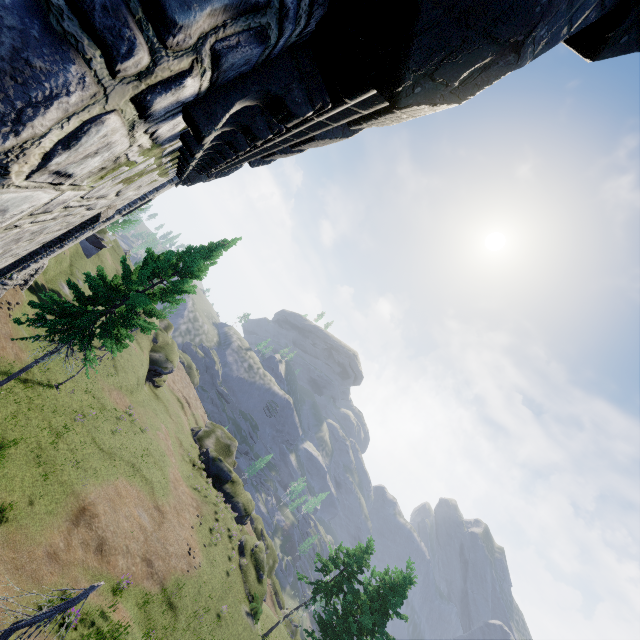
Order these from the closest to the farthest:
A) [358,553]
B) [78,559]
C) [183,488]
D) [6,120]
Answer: [6,120] → [78,559] → [358,553] → [183,488]

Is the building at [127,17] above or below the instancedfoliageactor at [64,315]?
above

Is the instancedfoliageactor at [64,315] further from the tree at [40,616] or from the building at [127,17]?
the tree at [40,616]

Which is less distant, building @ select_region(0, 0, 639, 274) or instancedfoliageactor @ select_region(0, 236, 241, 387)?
building @ select_region(0, 0, 639, 274)

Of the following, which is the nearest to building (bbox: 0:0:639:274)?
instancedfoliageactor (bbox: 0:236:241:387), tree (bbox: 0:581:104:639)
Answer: instancedfoliageactor (bbox: 0:236:241:387)

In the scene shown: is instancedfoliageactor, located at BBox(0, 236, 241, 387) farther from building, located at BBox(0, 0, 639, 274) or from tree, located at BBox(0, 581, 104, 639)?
tree, located at BBox(0, 581, 104, 639)

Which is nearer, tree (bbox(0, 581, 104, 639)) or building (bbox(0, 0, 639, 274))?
building (bbox(0, 0, 639, 274))
